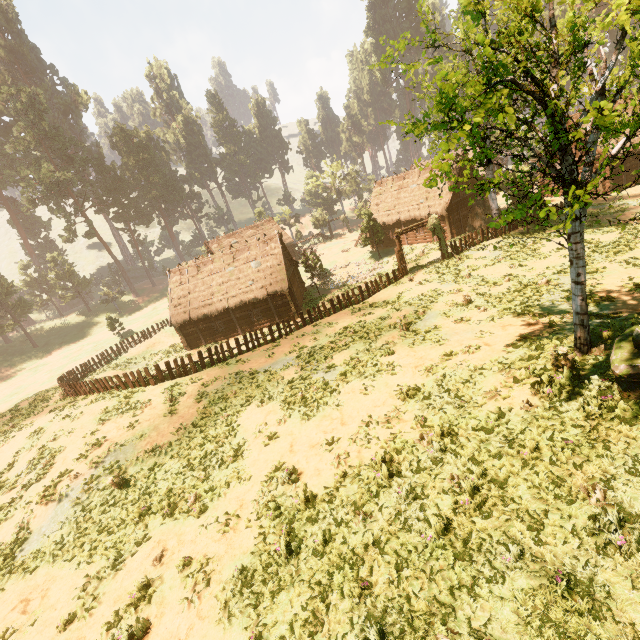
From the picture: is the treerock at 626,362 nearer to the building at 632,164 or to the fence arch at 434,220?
the building at 632,164

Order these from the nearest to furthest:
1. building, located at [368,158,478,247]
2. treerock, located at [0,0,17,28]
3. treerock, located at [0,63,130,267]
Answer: building, located at [368,158,478,247] → treerock, located at [0,63,130,267] → treerock, located at [0,0,17,28]

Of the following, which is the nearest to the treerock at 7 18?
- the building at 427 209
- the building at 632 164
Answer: the building at 427 209

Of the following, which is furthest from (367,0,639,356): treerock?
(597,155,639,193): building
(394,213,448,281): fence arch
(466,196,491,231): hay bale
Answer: (394,213,448,281): fence arch

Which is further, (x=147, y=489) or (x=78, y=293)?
(x=78, y=293)

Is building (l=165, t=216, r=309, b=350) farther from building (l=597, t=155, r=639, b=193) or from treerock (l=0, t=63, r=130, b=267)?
building (l=597, t=155, r=639, b=193)

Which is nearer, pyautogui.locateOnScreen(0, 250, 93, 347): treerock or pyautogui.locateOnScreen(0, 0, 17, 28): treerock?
pyautogui.locateOnScreen(0, 250, 93, 347): treerock
